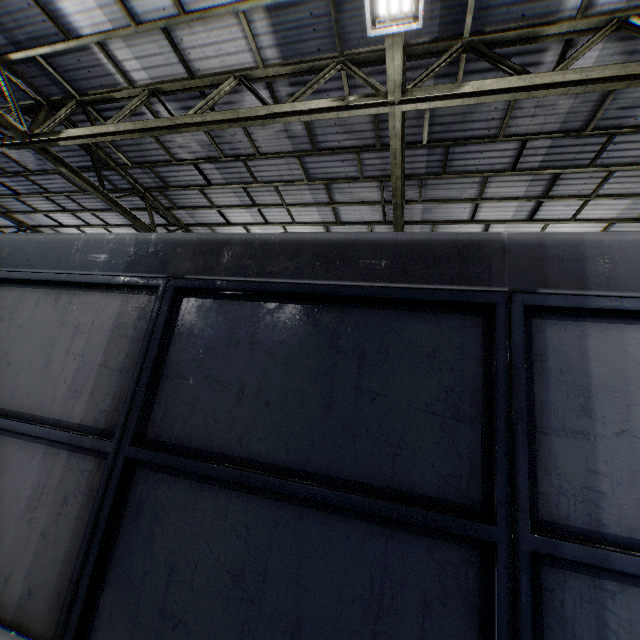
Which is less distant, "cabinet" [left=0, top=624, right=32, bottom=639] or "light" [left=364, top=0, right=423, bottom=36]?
"cabinet" [left=0, top=624, right=32, bottom=639]

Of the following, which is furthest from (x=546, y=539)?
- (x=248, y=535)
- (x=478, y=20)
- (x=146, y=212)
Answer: (x=146, y=212)

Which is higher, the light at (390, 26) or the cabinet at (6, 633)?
the light at (390, 26)

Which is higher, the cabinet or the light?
the light

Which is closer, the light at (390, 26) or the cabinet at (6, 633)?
the cabinet at (6, 633)
